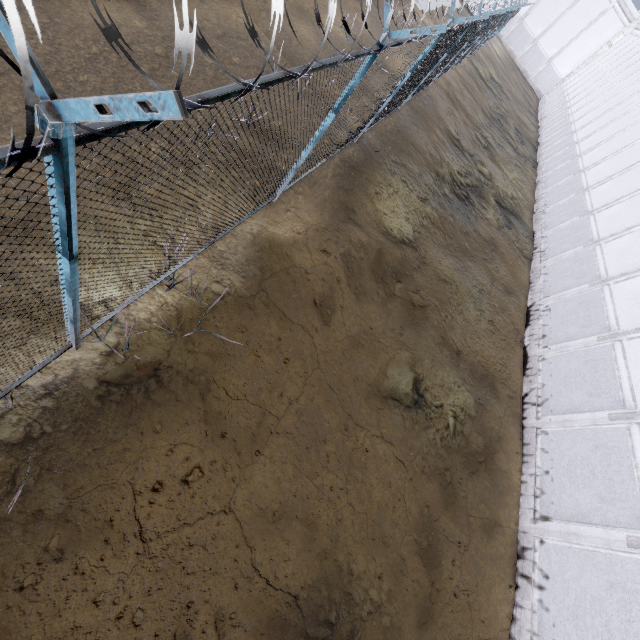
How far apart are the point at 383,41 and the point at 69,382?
5.2 meters
